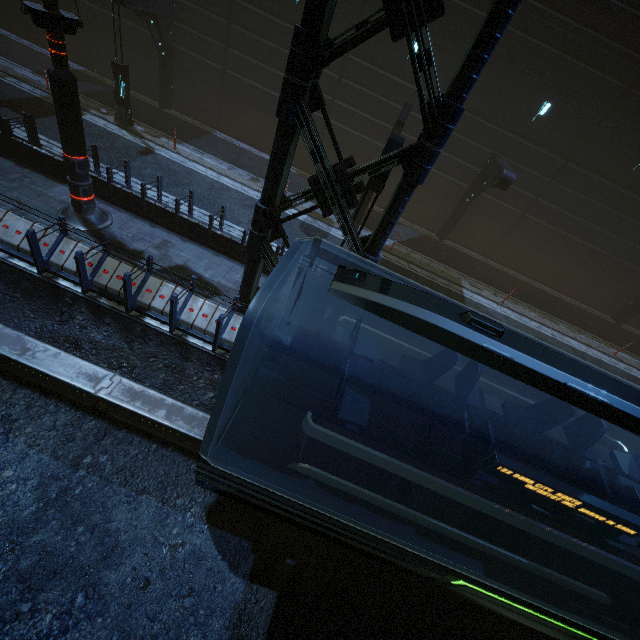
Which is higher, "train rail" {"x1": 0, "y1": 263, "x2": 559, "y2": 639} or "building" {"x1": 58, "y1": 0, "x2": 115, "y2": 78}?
"building" {"x1": 58, "y1": 0, "x2": 115, "y2": 78}

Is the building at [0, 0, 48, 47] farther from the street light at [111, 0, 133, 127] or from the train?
the street light at [111, 0, 133, 127]

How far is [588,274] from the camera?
19.0m

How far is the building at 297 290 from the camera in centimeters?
817cm

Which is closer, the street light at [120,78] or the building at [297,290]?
the building at [297,290]

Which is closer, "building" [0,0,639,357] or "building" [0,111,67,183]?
"building" [0,0,639,357]

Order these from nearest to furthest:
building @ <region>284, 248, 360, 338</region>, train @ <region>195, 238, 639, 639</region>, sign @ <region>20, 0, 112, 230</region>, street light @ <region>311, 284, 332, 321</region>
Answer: train @ <region>195, 238, 639, 639</region>, sign @ <region>20, 0, 112, 230</region>, building @ <region>284, 248, 360, 338</region>, street light @ <region>311, 284, 332, 321</region>

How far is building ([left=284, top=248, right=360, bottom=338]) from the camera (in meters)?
8.17
